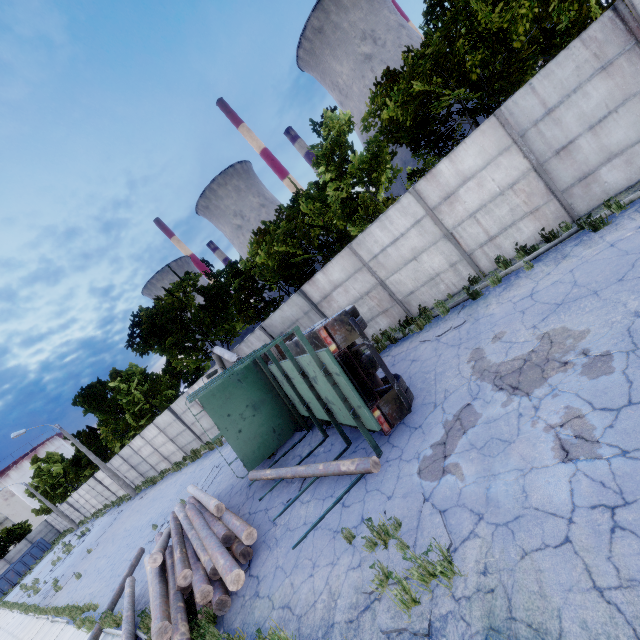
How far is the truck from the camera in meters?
6.9 m

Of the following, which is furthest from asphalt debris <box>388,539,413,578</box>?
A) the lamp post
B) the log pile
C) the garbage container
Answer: the garbage container

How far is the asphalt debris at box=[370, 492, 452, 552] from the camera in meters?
4.5 m

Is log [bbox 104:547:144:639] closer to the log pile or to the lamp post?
the log pile

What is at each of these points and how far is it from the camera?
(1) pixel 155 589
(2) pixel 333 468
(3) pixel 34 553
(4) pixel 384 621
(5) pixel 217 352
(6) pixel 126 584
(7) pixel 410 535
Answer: (1) log pile, 7.6 meters
(2) log, 7.2 meters
(3) garbage container, 44.1 meters
(4) asphalt debris, 4.1 meters
(5) lamp post, 16.4 meters
(6) log, 11.2 meters
(7) asphalt debris, 4.9 meters

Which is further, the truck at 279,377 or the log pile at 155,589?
the truck at 279,377

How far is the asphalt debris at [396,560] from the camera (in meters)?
4.47

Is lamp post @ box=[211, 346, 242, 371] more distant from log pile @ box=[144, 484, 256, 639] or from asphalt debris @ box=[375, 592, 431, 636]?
asphalt debris @ box=[375, 592, 431, 636]
